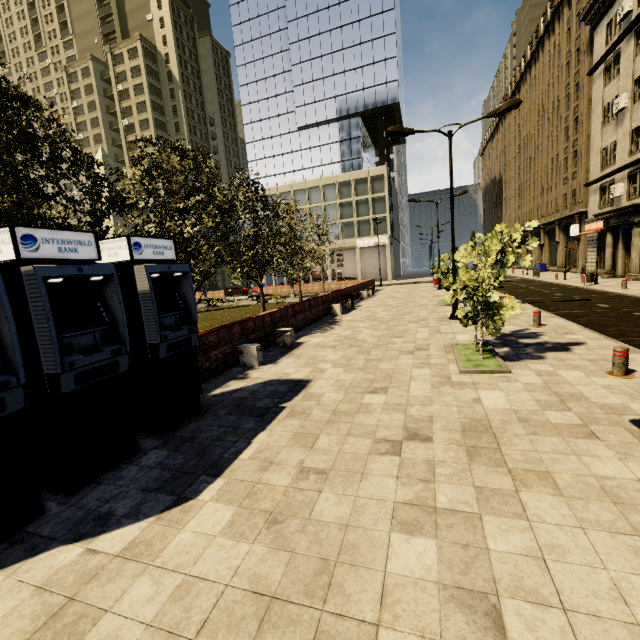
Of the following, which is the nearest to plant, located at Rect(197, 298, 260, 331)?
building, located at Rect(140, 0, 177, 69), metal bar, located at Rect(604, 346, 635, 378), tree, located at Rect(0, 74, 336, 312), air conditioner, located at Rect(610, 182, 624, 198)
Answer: tree, located at Rect(0, 74, 336, 312)

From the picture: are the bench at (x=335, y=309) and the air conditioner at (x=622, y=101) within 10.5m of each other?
no

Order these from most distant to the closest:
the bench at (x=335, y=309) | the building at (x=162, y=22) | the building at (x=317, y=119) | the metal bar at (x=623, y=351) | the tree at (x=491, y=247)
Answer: the building at (x=162, y=22)
the building at (x=317, y=119)
the bench at (x=335, y=309)
the tree at (x=491, y=247)
the metal bar at (x=623, y=351)

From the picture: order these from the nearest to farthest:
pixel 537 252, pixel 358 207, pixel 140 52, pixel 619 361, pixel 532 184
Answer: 1. pixel 619 361
2. pixel 532 184
3. pixel 537 252
4. pixel 358 207
5. pixel 140 52

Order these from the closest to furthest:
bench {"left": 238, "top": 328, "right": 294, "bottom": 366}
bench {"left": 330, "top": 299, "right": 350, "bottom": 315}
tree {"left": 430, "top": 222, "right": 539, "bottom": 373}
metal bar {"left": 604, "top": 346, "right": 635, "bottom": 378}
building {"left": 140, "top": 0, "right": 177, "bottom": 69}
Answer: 1. metal bar {"left": 604, "top": 346, "right": 635, "bottom": 378}
2. tree {"left": 430, "top": 222, "right": 539, "bottom": 373}
3. bench {"left": 238, "top": 328, "right": 294, "bottom": 366}
4. bench {"left": 330, "top": 299, "right": 350, "bottom": 315}
5. building {"left": 140, "top": 0, "right": 177, "bottom": 69}

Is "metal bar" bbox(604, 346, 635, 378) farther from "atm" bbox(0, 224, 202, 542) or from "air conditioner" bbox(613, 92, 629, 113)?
"air conditioner" bbox(613, 92, 629, 113)

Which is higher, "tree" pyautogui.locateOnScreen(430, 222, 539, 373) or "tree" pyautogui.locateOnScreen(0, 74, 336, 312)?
"tree" pyautogui.locateOnScreen(0, 74, 336, 312)

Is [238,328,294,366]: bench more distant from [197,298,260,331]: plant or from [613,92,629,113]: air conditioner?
[613,92,629,113]: air conditioner
